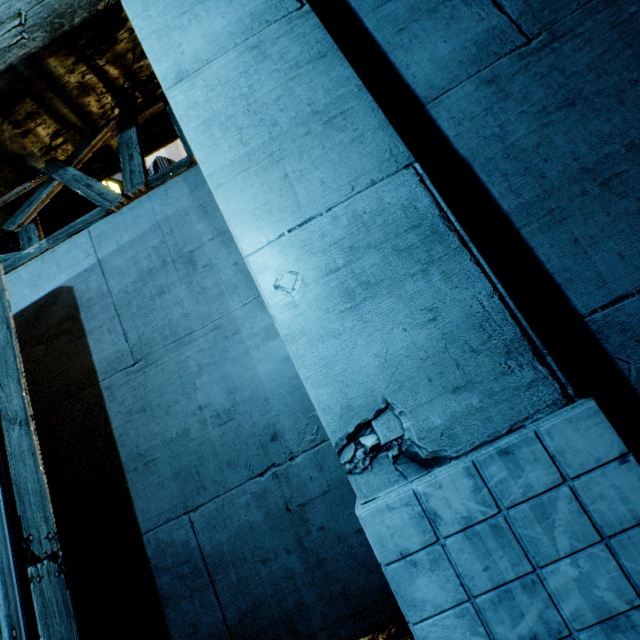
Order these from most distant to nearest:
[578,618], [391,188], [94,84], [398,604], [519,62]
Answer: [94,84] → [398,604] → [519,62] → [391,188] → [578,618]
